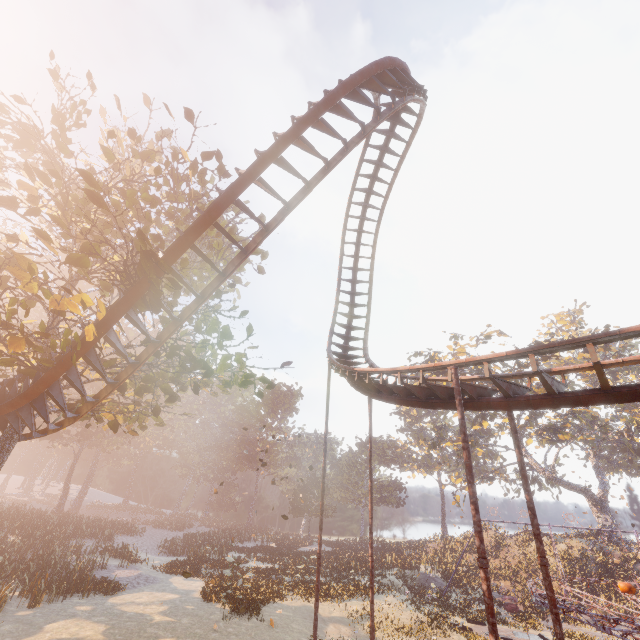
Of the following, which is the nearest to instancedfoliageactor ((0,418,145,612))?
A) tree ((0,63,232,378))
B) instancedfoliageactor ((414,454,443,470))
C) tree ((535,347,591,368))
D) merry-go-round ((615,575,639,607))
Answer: merry-go-round ((615,575,639,607))

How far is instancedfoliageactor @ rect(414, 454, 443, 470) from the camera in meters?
57.1 m

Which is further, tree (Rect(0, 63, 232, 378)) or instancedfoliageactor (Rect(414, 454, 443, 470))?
instancedfoliageactor (Rect(414, 454, 443, 470))

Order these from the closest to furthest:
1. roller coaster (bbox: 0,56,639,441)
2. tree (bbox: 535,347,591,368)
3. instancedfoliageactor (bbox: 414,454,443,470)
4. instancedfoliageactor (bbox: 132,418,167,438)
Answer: roller coaster (bbox: 0,56,639,441), tree (bbox: 535,347,591,368), instancedfoliageactor (bbox: 132,418,167,438), instancedfoliageactor (bbox: 414,454,443,470)

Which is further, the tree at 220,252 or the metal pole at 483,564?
the tree at 220,252

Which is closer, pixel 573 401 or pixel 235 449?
pixel 573 401

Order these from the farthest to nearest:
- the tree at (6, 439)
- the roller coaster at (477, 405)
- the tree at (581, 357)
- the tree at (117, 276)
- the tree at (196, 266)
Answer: the tree at (581, 357), the tree at (6, 439), the tree at (196, 266), the tree at (117, 276), the roller coaster at (477, 405)

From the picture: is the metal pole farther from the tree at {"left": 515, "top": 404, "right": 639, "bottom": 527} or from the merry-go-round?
the tree at {"left": 515, "top": 404, "right": 639, "bottom": 527}
